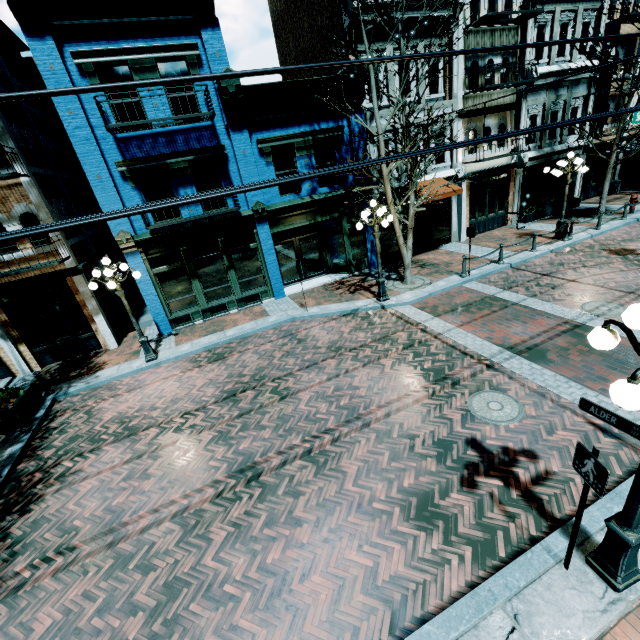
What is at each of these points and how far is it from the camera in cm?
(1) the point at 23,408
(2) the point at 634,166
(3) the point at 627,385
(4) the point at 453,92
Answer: (1) planter, 900
(2) building, 2223
(3) light, 247
(4) building, 1487

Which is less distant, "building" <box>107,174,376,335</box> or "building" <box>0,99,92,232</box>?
"building" <box>0,99,92,232</box>

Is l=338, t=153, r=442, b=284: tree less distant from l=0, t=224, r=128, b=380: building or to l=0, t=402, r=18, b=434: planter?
l=0, t=224, r=128, b=380: building

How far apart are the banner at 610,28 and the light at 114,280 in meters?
25.0 m

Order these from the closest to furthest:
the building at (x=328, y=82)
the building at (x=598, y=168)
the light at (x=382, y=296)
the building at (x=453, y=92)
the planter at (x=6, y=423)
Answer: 1. the planter at (x=6, y=423)
2. the light at (x=382, y=296)
3. the building at (x=328, y=82)
4. the building at (x=453, y=92)
5. the building at (x=598, y=168)

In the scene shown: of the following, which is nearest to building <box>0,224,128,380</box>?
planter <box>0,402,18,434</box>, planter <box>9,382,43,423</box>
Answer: planter <box>9,382,43,423</box>

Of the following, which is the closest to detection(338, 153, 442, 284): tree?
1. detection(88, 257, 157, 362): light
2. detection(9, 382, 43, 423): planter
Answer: detection(88, 257, 157, 362): light

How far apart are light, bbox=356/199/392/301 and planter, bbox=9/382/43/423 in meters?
11.2 m
